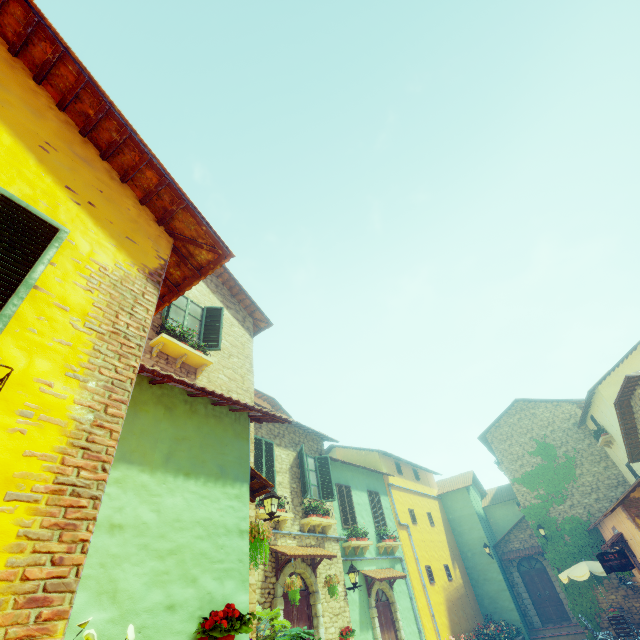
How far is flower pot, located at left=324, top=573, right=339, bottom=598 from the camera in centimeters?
916cm

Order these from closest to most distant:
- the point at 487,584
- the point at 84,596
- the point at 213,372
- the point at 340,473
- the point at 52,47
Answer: the point at 84,596
the point at 52,47
the point at 213,372
the point at 340,473
the point at 487,584

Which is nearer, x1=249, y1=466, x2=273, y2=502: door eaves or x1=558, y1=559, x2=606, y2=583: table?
x1=249, y1=466, x2=273, y2=502: door eaves

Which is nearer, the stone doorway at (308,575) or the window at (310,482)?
the stone doorway at (308,575)

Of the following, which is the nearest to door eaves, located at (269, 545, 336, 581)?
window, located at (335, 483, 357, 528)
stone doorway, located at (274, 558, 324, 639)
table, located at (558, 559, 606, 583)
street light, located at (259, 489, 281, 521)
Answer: stone doorway, located at (274, 558, 324, 639)

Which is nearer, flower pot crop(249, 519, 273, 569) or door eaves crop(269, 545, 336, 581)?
flower pot crop(249, 519, 273, 569)

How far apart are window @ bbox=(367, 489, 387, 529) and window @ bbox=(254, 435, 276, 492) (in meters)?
6.82

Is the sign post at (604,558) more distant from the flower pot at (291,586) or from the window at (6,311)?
the window at (6,311)
